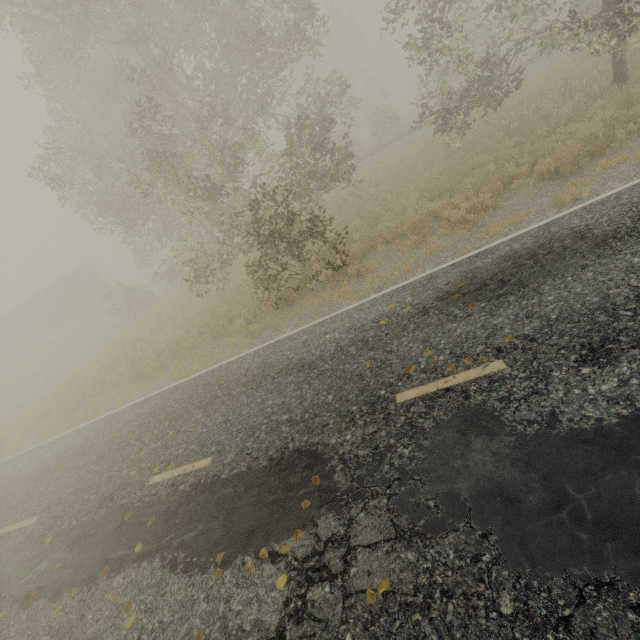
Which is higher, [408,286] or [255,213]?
[255,213]

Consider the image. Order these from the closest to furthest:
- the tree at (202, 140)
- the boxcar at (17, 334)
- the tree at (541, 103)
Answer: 1. the tree at (541, 103)
2. the tree at (202, 140)
3. the boxcar at (17, 334)

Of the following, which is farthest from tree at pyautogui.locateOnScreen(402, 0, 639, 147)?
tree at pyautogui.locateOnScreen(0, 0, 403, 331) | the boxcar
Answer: the boxcar

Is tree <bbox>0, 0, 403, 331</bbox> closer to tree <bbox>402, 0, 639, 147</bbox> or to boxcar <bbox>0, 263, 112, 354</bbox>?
tree <bbox>402, 0, 639, 147</bbox>

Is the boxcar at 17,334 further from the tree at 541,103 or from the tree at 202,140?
the tree at 541,103

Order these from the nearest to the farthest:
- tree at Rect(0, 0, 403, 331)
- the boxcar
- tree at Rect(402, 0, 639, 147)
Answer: tree at Rect(402, 0, 639, 147)
tree at Rect(0, 0, 403, 331)
the boxcar
